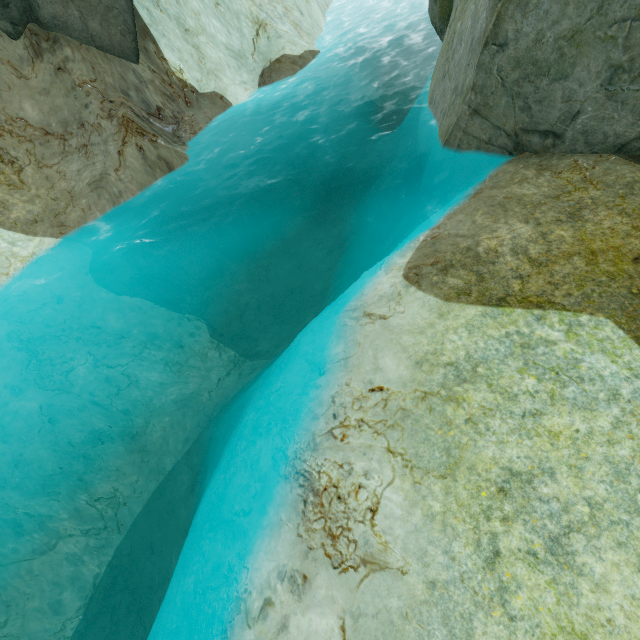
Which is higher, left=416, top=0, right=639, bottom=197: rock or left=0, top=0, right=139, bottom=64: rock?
left=0, top=0, right=139, bottom=64: rock

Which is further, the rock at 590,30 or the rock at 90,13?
the rock at 90,13

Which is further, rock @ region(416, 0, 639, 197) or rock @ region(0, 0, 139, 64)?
rock @ region(0, 0, 139, 64)

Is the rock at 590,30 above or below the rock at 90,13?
below

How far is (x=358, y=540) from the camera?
4.2m
